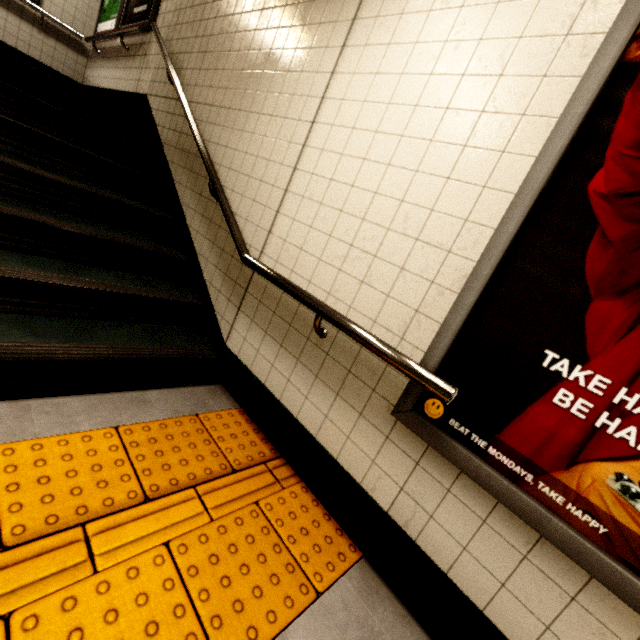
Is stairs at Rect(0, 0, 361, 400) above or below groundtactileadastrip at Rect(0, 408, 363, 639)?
above

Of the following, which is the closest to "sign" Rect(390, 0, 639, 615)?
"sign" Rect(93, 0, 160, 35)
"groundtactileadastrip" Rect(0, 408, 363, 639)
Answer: "groundtactileadastrip" Rect(0, 408, 363, 639)

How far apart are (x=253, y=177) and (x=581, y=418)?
2.3 meters

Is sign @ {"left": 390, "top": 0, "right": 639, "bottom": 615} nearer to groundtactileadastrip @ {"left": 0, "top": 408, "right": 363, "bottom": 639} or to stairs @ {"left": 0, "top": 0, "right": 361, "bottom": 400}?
groundtactileadastrip @ {"left": 0, "top": 408, "right": 363, "bottom": 639}

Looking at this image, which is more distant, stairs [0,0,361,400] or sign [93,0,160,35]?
sign [93,0,160,35]

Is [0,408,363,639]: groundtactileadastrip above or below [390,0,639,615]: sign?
below

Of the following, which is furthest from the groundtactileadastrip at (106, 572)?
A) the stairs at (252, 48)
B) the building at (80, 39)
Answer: the building at (80, 39)

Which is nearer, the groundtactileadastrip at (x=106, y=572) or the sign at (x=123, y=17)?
the groundtactileadastrip at (x=106, y=572)
